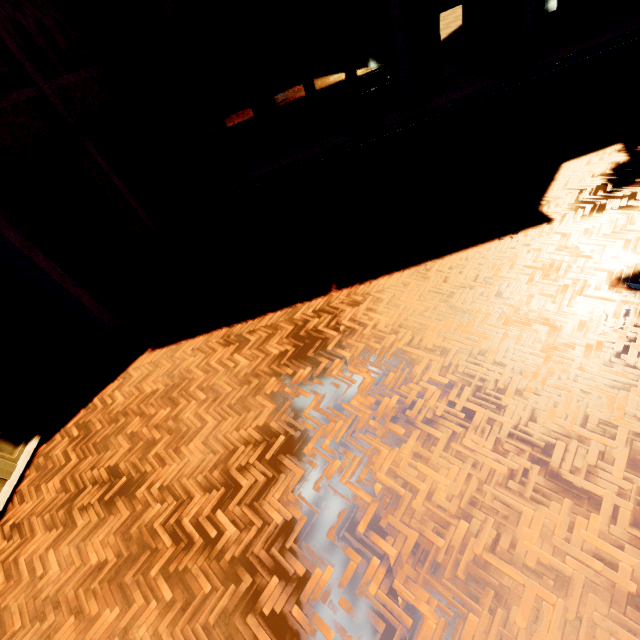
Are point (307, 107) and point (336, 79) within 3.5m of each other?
yes
